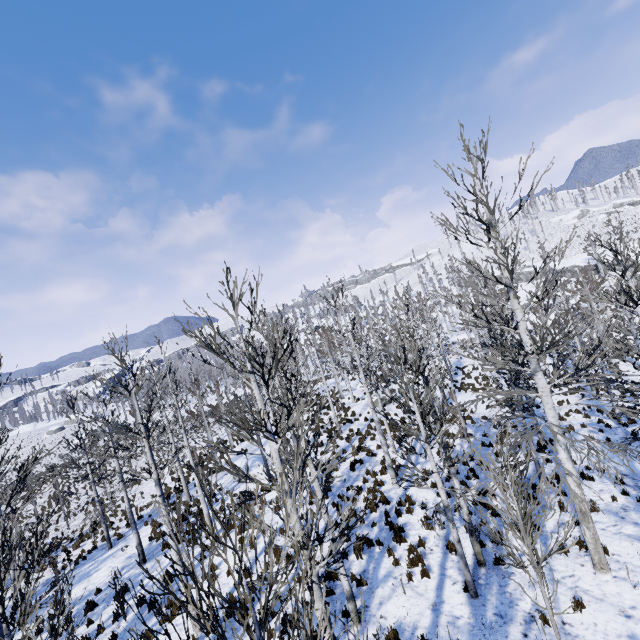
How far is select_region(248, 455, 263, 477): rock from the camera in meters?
19.9

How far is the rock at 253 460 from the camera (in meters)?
19.86

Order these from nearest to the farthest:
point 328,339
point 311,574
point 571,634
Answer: point 311,574, point 571,634, point 328,339

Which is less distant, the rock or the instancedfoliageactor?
the instancedfoliageactor

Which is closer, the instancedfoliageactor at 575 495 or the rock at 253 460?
the instancedfoliageactor at 575 495
